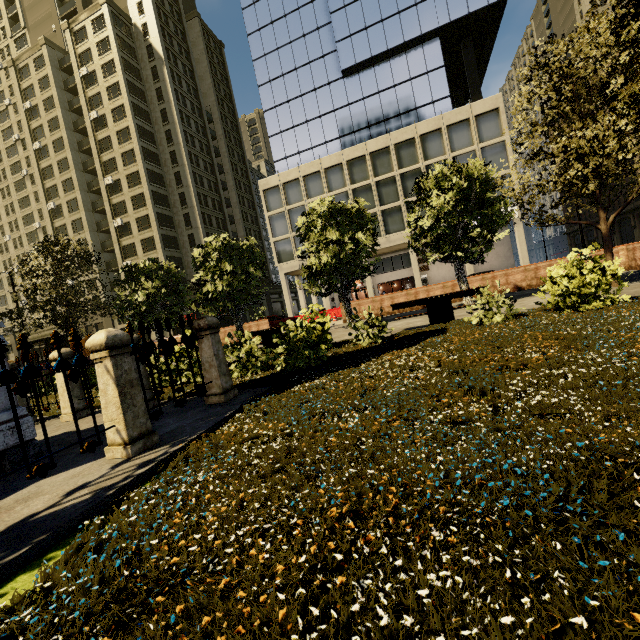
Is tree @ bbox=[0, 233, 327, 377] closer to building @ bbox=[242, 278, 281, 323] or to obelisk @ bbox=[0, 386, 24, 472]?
building @ bbox=[242, 278, 281, 323]

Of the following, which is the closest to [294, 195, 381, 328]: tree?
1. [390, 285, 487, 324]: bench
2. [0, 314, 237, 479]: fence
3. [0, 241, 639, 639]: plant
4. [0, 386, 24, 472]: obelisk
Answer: [0, 241, 639, 639]: plant

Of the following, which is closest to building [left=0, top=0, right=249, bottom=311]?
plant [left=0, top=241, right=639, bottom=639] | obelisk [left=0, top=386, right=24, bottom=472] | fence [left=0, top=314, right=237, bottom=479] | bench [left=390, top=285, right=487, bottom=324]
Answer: bench [left=390, top=285, right=487, bottom=324]

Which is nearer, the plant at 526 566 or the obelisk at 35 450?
the plant at 526 566

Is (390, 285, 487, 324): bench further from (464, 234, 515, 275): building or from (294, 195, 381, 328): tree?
(464, 234, 515, 275): building

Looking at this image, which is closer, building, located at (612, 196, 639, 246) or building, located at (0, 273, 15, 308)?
building, located at (612, 196, 639, 246)

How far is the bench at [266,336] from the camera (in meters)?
10.88

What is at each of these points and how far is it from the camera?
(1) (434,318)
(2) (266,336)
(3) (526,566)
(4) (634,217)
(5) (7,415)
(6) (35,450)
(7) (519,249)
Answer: (1) bench, 9.3m
(2) bench, 11.0m
(3) plant, 1.2m
(4) building, 44.1m
(5) obelisk, 3.8m
(6) obelisk, 4.0m
(7) building, 30.0m
